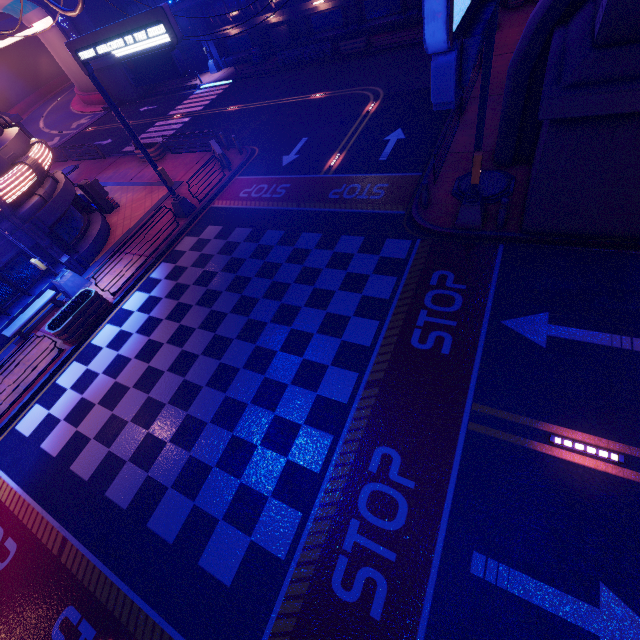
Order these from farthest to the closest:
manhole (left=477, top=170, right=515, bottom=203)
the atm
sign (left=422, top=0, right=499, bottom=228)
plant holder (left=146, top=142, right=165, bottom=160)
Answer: plant holder (left=146, top=142, right=165, bottom=160) < the atm < manhole (left=477, top=170, right=515, bottom=203) < sign (left=422, top=0, right=499, bottom=228)

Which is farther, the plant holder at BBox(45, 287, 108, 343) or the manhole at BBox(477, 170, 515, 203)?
the plant holder at BBox(45, 287, 108, 343)

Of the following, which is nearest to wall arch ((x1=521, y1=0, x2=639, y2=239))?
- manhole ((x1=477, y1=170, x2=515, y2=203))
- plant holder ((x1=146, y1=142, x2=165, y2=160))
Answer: manhole ((x1=477, y1=170, x2=515, y2=203))

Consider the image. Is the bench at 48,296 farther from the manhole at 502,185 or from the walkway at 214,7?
the walkway at 214,7

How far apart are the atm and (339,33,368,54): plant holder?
20.8 meters

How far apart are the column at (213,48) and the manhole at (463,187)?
34.1 meters

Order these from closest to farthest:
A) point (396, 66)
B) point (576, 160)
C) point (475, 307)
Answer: point (576, 160) → point (475, 307) → point (396, 66)

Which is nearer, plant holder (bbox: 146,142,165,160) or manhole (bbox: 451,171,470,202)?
manhole (bbox: 451,171,470,202)
